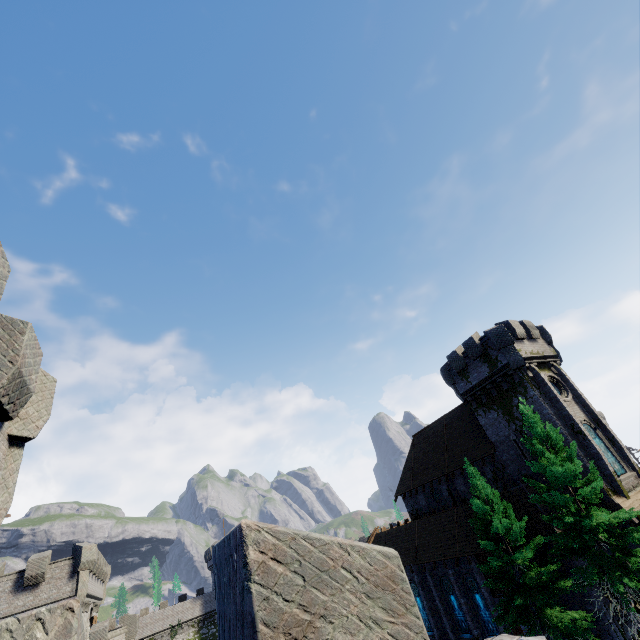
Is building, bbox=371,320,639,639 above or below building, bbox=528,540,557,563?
above

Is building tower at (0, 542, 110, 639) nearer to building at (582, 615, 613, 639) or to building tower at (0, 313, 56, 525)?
building at (582, 615, 613, 639)

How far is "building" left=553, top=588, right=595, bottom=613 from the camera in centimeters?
1914cm

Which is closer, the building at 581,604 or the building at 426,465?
the building at 581,604

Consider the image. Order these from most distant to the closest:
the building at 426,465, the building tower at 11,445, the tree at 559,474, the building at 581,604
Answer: the building at 426,465 → the building at 581,604 → the tree at 559,474 → the building tower at 11,445

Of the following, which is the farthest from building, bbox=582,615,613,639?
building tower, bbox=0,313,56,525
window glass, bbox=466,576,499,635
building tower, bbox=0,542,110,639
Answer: building tower, bbox=0,542,110,639

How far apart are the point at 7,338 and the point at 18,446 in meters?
2.9 m
